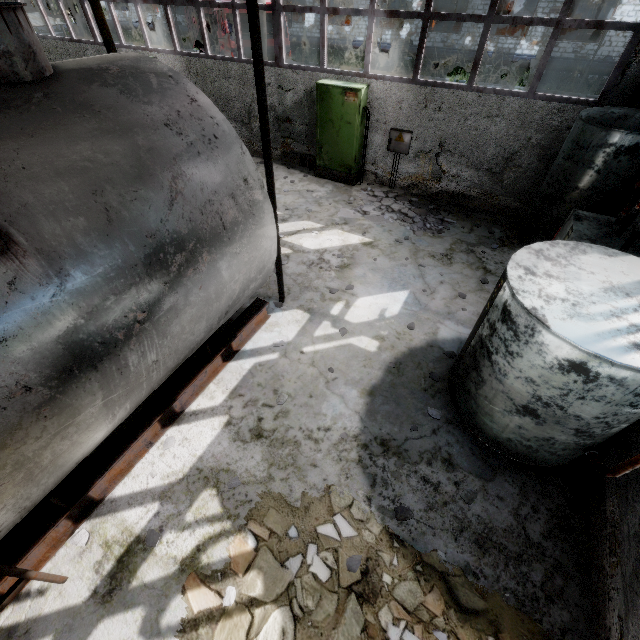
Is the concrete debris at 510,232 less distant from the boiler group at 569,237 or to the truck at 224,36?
the boiler group at 569,237

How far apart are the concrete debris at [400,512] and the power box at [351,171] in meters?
8.8

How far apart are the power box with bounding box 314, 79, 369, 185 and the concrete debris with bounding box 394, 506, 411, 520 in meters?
8.8

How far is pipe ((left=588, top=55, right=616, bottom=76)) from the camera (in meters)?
18.74

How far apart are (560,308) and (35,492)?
5.14m

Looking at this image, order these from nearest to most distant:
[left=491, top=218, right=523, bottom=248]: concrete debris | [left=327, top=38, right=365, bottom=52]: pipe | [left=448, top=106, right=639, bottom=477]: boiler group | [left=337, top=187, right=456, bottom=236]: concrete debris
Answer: [left=448, top=106, right=639, bottom=477]: boiler group
[left=491, top=218, right=523, bottom=248]: concrete debris
[left=337, top=187, right=456, bottom=236]: concrete debris
[left=327, top=38, right=365, bottom=52]: pipe
